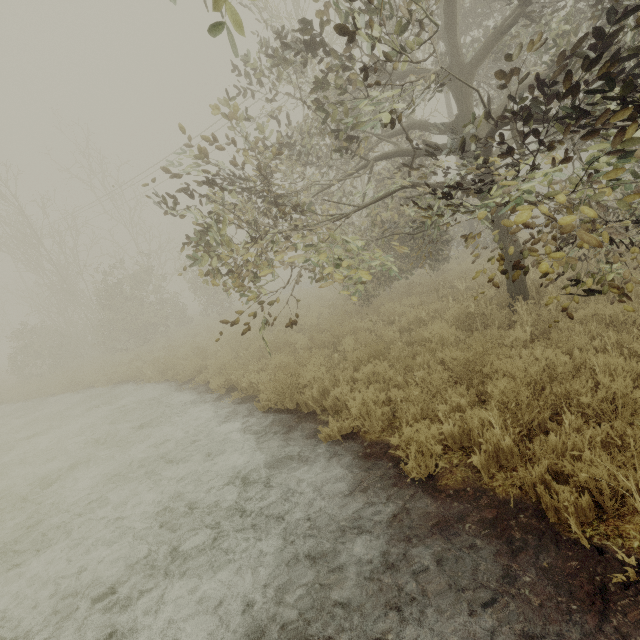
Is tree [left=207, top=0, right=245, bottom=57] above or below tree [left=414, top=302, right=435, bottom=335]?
above

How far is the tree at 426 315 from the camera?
7.2m

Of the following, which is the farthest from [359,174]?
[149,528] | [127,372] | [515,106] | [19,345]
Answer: [515,106]

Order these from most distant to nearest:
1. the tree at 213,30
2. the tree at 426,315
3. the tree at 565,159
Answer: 1. the tree at 426,315
2. the tree at 565,159
3. the tree at 213,30

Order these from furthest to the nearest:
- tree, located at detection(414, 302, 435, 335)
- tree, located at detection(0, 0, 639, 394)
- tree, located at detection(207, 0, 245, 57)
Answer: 1. tree, located at detection(414, 302, 435, 335)
2. tree, located at detection(0, 0, 639, 394)
3. tree, located at detection(207, 0, 245, 57)

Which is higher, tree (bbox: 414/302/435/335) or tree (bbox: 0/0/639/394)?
tree (bbox: 0/0/639/394)

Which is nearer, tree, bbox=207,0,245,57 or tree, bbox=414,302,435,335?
tree, bbox=207,0,245,57

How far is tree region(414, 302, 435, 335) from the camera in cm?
Result: 717
